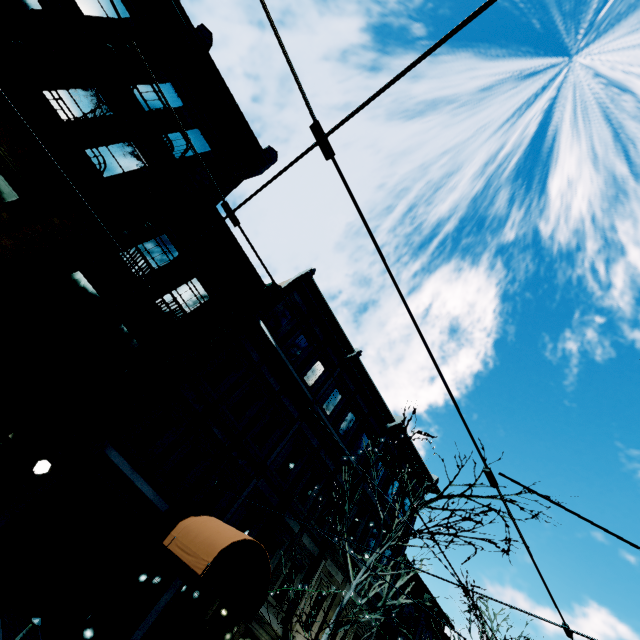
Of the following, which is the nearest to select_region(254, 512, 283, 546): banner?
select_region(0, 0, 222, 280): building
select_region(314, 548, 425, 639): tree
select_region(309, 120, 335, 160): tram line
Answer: select_region(0, 0, 222, 280): building

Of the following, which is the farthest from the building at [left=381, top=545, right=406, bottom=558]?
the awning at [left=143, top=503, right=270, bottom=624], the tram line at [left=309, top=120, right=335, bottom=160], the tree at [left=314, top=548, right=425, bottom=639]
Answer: the tram line at [left=309, top=120, right=335, bottom=160]

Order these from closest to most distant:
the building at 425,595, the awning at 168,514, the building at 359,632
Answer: the awning at 168,514 → the building at 359,632 → the building at 425,595

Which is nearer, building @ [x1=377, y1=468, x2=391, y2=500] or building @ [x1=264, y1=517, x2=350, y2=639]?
building @ [x1=264, y1=517, x2=350, y2=639]

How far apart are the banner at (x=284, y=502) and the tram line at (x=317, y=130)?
12.7 meters

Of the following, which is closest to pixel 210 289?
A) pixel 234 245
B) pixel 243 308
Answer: pixel 243 308

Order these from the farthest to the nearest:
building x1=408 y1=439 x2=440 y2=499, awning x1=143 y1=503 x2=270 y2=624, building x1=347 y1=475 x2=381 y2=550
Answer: building x1=408 y1=439 x2=440 y2=499, building x1=347 y1=475 x2=381 y2=550, awning x1=143 y1=503 x2=270 y2=624
